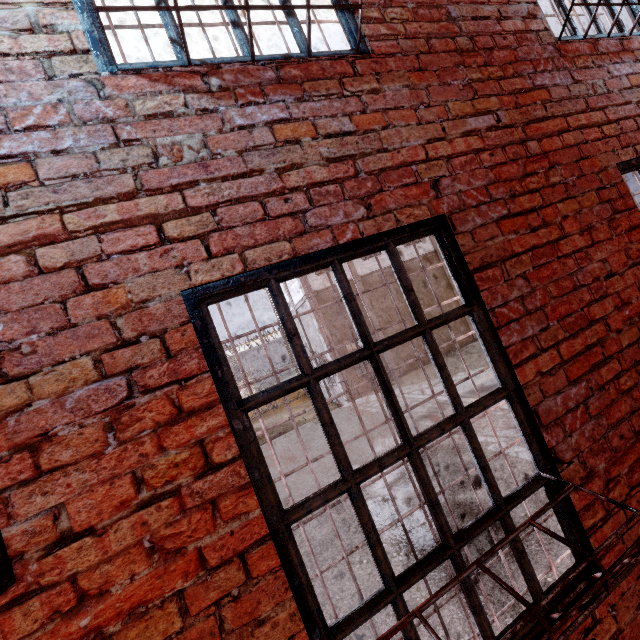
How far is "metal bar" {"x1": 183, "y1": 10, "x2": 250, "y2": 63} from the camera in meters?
1.5 m

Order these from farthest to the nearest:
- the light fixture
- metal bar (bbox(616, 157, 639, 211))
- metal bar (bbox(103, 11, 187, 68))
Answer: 1. metal bar (bbox(616, 157, 639, 211))
2. metal bar (bbox(103, 11, 187, 68))
3. the light fixture

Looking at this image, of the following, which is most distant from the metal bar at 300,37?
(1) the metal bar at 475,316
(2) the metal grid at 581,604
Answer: (2) the metal grid at 581,604

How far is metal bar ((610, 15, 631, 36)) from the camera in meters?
2.7 m

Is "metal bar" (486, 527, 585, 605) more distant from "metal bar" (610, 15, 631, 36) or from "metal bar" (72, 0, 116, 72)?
"metal bar" (610, 15, 631, 36)

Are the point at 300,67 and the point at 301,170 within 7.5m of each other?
yes

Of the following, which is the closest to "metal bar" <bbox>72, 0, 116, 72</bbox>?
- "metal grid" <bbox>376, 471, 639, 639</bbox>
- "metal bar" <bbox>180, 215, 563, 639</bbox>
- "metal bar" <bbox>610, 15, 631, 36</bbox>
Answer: "metal bar" <bbox>180, 215, 563, 639</bbox>

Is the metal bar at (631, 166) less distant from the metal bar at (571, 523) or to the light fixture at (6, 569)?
the metal bar at (571, 523)
